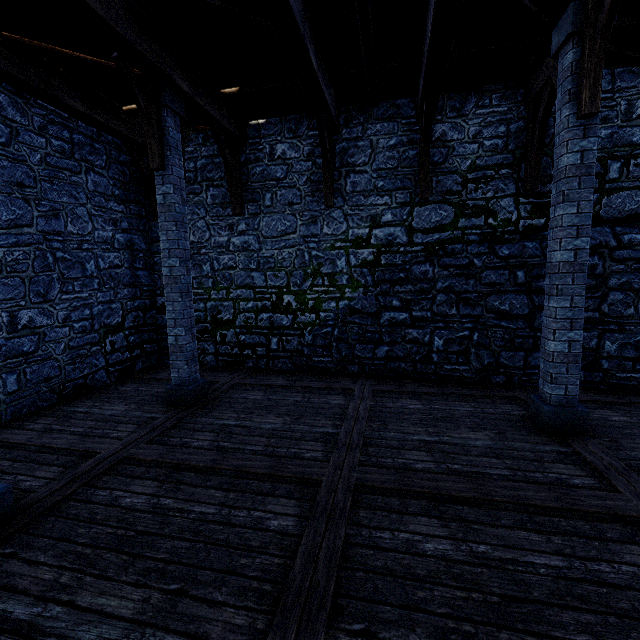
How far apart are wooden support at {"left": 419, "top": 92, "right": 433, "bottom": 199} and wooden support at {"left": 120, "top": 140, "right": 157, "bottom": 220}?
6.2 meters

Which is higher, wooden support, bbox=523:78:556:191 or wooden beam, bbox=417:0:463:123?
wooden beam, bbox=417:0:463:123

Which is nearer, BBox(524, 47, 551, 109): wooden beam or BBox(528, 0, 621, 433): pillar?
BBox(528, 0, 621, 433): pillar

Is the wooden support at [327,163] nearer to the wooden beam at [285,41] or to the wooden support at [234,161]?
the wooden beam at [285,41]

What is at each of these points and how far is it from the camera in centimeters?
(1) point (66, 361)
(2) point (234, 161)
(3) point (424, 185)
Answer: (1) building tower, 643cm
(2) wooden support, 738cm
(3) wooden support, 655cm

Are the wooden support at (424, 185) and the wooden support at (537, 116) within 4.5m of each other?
yes

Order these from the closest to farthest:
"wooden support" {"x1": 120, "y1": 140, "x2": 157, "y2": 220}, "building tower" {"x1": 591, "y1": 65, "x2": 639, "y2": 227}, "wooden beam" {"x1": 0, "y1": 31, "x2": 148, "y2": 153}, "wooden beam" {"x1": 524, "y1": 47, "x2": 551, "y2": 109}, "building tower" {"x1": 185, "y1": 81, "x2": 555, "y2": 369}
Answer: "wooden beam" {"x1": 0, "y1": 31, "x2": 148, "y2": 153}, "wooden beam" {"x1": 524, "y1": 47, "x2": 551, "y2": 109}, "building tower" {"x1": 591, "y1": 65, "x2": 639, "y2": 227}, "building tower" {"x1": 185, "y1": 81, "x2": 555, "y2": 369}, "wooden support" {"x1": 120, "y1": 140, "x2": 157, "y2": 220}

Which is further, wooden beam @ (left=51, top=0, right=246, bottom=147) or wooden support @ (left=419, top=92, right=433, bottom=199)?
wooden support @ (left=419, top=92, right=433, bottom=199)
